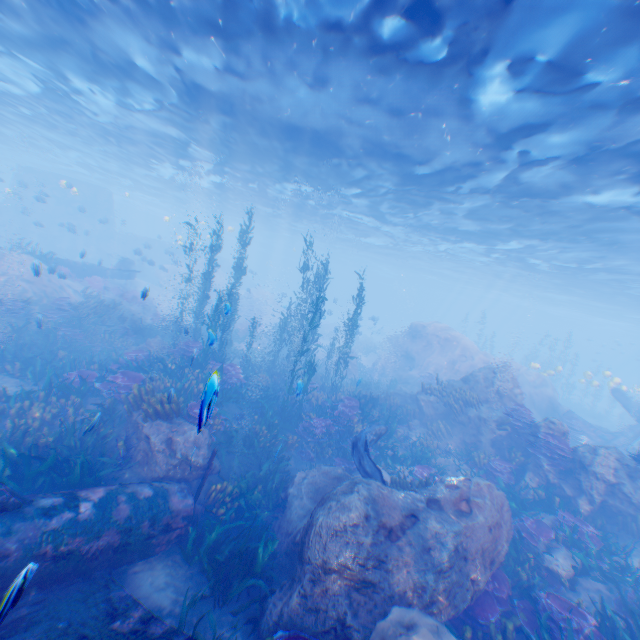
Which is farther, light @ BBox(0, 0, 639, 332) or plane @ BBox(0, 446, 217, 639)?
light @ BBox(0, 0, 639, 332)

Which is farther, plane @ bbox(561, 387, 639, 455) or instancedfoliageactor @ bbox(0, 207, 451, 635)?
Result: plane @ bbox(561, 387, 639, 455)

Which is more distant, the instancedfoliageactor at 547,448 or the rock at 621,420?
the rock at 621,420

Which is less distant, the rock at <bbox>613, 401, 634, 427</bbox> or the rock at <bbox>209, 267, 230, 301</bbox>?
the rock at <bbox>613, 401, 634, 427</bbox>

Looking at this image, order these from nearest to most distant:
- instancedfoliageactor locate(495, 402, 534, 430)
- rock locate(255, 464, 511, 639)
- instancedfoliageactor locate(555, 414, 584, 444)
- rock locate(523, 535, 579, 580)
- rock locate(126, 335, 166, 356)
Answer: rock locate(255, 464, 511, 639) < rock locate(523, 535, 579, 580) < instancedfoliageactor locate(495, 402, 534, 430) < rock locate(126, 335, 166, 356) < instancedfoliageactor locate(555, 414, 584, 444)

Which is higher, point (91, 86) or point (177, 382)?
point (91, 86)

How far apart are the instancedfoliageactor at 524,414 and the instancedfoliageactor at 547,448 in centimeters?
46cm

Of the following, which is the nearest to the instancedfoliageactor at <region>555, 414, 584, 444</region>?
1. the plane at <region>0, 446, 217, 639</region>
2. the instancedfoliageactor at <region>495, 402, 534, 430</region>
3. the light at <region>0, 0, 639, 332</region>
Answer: the plane at <region>0, 446, 217, 639</region>
